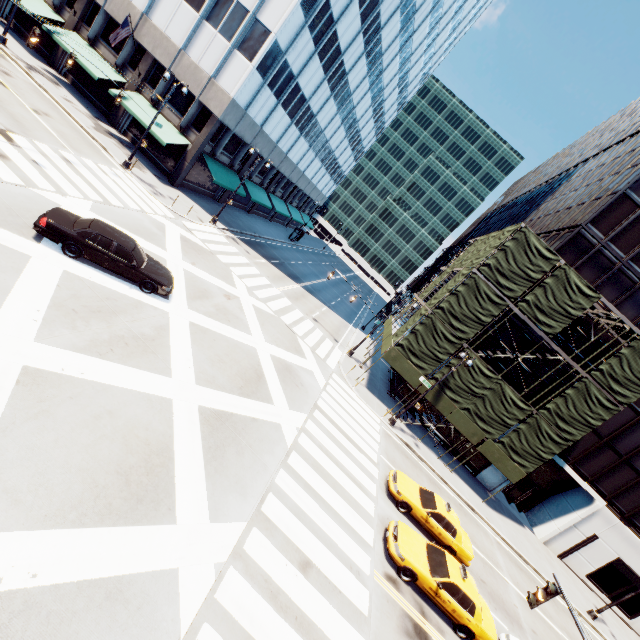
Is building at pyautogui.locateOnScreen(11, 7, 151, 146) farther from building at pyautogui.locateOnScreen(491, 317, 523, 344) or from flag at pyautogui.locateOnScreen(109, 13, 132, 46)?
building at pyautogui.locateOnScreen(491, 317, 523, 344)

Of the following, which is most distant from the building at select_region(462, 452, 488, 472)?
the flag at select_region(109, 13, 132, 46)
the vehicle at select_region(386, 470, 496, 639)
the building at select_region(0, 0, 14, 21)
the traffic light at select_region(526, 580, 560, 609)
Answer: the flag at select_region(109, 13, 132, 46)

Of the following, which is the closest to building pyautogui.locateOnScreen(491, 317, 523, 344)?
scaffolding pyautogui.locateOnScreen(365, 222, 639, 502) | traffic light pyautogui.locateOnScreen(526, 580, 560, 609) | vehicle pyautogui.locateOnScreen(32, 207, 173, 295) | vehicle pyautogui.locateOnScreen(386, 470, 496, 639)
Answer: scaffolding pyautogui.locateOnScreen(365, 222, 639, 502)

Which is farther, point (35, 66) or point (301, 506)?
point (35, 66)

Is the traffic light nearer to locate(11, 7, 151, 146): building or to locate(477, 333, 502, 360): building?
locate(477, 333, 502, 360): building

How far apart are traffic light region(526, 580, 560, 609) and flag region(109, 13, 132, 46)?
38.6 meters

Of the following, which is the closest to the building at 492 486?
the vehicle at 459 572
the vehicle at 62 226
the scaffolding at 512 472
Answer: the scaffolding at 512 472

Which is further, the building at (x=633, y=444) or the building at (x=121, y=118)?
the building at (x=121, y=118)
